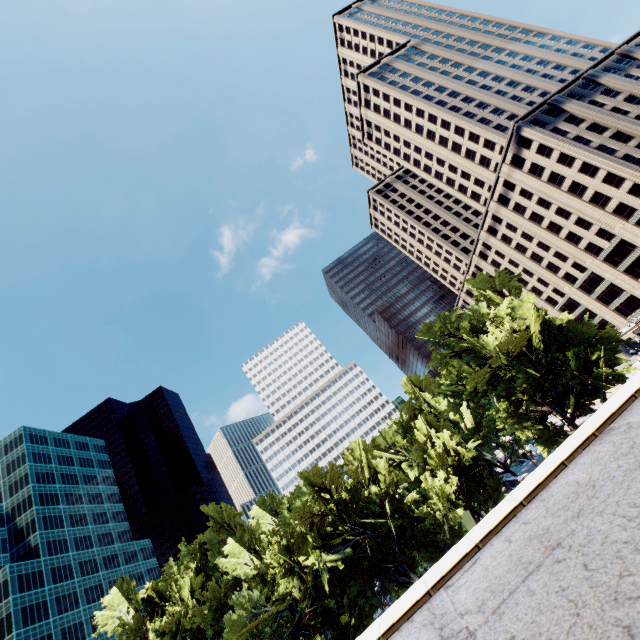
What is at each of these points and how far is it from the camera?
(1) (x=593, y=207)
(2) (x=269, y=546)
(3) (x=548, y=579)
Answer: (1) building, 58.3m
(2) tree, 29.1m
(3) building, 3.4m

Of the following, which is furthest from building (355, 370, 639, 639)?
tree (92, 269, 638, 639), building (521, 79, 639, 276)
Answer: building (521, 79, 639, 276)

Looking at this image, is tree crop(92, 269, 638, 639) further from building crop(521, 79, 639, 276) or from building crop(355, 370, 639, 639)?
building crop(355, 370, 639, 639)

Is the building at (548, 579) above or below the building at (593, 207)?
below

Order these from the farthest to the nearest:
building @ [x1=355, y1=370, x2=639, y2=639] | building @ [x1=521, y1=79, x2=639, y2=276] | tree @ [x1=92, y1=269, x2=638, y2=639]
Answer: building @ [x1=521, y1=79, x2=639, y2=276] → tree @ [x1=92, y1=269, x2=638, y2=639] → building @ [x1=355, y1=370, x2=639, y2=639]

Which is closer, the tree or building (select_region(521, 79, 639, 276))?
the tree

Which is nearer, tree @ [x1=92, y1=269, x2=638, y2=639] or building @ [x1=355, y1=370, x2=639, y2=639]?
building @ [x1=355, y1=370, x2=639, y2=639]

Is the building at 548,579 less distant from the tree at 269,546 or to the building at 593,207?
the tree at 269,546
